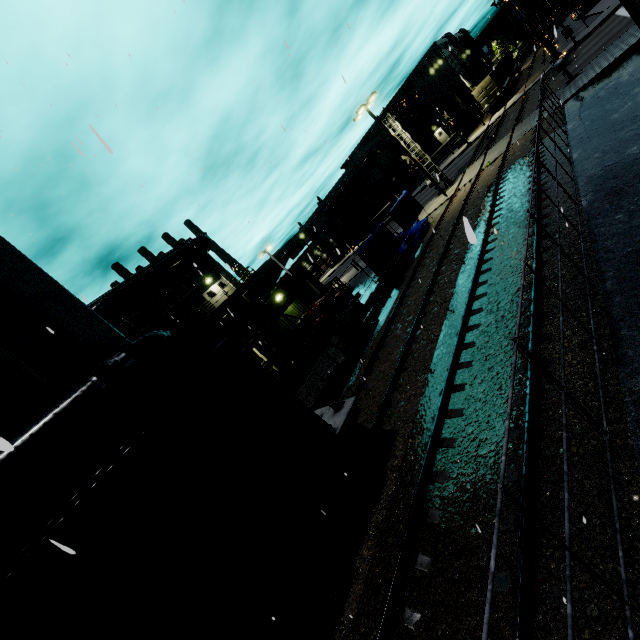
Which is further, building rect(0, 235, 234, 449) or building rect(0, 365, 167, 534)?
building rect(0, 235, 234, 449)

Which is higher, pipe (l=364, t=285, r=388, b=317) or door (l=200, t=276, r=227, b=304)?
door (l=200, t=276, r=227, b=304)

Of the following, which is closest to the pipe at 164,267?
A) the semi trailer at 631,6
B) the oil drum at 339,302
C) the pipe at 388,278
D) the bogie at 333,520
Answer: the semi trailer at 631,6

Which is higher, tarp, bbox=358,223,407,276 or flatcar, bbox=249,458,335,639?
tarp, bbox=358,223,407,276

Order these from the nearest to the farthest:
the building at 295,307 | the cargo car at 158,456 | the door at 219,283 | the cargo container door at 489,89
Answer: the cargo car at 158,456
the building at 295,307
the door at 219,283
the cargo container door at 489,89

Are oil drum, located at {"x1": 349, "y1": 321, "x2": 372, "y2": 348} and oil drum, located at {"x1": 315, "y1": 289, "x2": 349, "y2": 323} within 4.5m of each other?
yes

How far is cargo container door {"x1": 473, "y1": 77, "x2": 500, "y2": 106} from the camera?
40.9m

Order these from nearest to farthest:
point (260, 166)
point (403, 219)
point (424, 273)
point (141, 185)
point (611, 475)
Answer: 1. point (611, 475)
2. point (141, 185)
3. point (260, 166)
4. point (424, 273)
5. point (403, 219)
